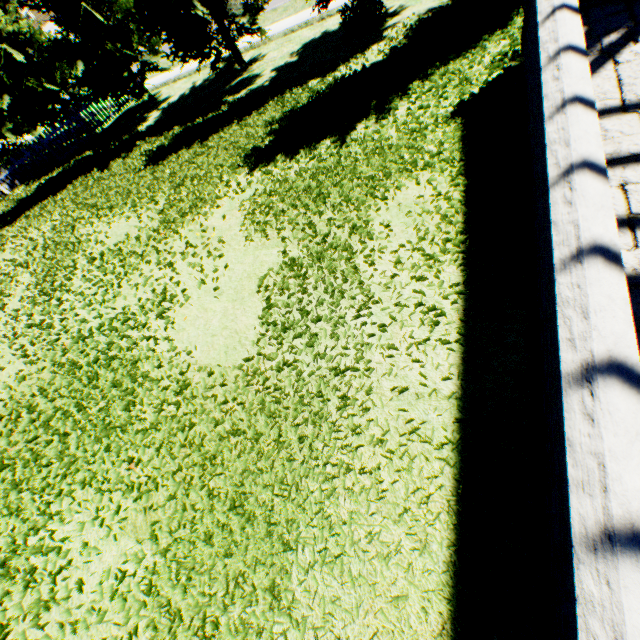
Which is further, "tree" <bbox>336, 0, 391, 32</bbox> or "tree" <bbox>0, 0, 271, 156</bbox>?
"tree" <bbox>0, 0, 271, 156</bbox>

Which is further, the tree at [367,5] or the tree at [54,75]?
the tree at [54,75]

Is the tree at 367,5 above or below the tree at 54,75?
below

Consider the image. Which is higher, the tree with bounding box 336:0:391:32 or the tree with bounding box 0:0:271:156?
the tree with bounding box 0:0:271:156

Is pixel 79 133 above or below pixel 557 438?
below
